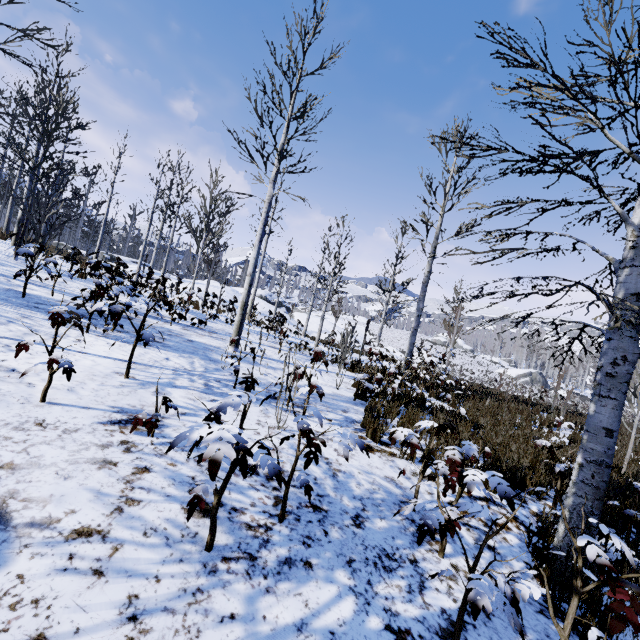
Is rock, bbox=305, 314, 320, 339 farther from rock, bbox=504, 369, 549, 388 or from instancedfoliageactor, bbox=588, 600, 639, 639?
rock, bbox=504, 369, 549, 388

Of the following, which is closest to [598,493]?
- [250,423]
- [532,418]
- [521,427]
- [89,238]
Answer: [250,423]

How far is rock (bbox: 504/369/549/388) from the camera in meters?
54.8 m

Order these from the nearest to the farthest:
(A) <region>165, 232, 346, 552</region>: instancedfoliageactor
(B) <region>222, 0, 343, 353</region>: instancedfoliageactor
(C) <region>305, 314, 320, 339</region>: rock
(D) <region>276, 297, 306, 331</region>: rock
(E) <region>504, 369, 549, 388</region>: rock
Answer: (A) <region>165, 232, 346, 552</region>: instancedfoliageactor → (B) <region>222, 0, 343, 353</region>: instancedfoliageactor → (C) <region>305, 314, 320, 339</region>: rock → (D) <region>276, 297, 306, 331</region>: rock → (E) <region>504, 369, 549, 388</region>: rock

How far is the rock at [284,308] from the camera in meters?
30.7 m

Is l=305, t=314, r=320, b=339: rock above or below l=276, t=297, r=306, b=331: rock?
below

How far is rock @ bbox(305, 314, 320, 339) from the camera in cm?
2743

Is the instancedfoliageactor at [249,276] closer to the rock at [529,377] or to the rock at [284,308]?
the rock at [284,308]
